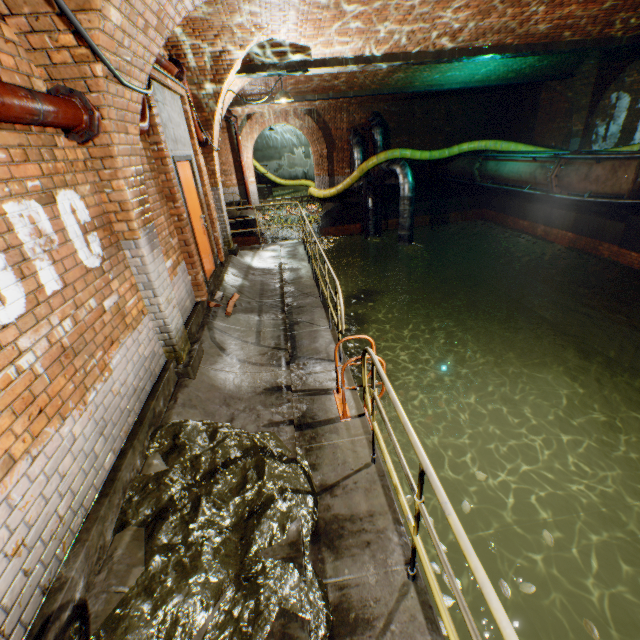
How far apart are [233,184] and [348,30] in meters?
12.0 m

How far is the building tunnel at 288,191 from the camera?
23.5 meters

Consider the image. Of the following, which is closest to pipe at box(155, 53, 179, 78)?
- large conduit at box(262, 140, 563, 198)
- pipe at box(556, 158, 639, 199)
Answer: large conduit at box(262, 140, 563, 198)

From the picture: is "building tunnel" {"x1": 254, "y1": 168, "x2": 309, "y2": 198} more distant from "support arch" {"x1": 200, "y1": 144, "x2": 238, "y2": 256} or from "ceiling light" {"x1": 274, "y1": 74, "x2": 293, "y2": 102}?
"ceiling light" {"x1": 274, "y1": 74, "x2": 293, "y2": 102}

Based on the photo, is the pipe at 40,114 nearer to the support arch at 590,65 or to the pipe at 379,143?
the pipe at 379,143

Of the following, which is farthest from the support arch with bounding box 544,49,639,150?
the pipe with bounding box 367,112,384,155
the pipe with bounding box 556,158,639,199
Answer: the pipe with bounding box 367,112,384,155

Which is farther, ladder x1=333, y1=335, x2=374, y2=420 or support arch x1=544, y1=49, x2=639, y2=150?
support arch x1=544, y1=49, x2=639, y2=150

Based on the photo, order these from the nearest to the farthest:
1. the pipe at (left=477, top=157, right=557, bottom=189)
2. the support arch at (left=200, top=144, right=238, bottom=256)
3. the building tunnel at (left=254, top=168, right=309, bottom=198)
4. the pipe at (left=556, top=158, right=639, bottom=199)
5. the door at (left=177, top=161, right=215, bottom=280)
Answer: the door at (left=177, top=161, right=215, bottom=280) → the support arch at (left=200, top=144, right=238, bottom=256) → the pipe at (left=556, top=158, right=639, bottom=199) → the pipe at (left=477, top=157, right=557, bottom=189) → the building tunnel at (left=254, top=168, right=309, bottom=198)
